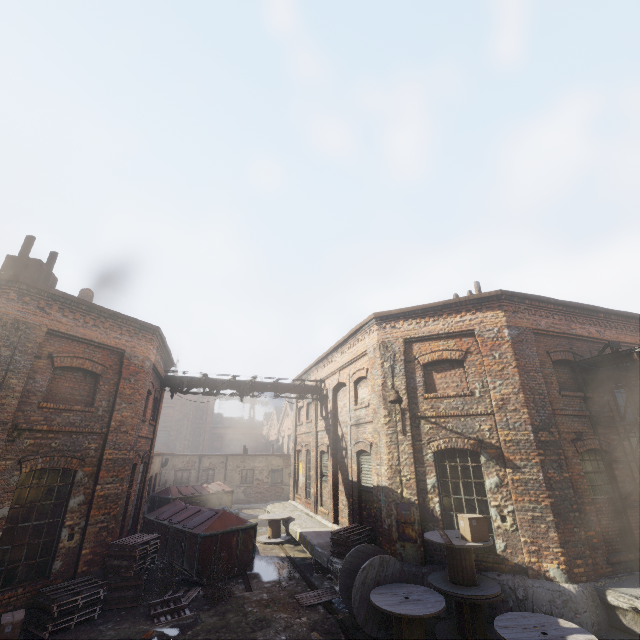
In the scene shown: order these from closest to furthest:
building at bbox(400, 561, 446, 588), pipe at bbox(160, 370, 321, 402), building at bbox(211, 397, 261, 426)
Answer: building at bbox(400, 561, 446, 588)
pipe at bbox(160, 370, 321, 402)
building at bbox(211, 397, 261, 426)

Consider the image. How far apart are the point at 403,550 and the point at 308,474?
9.83m

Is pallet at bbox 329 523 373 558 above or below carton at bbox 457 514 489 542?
below

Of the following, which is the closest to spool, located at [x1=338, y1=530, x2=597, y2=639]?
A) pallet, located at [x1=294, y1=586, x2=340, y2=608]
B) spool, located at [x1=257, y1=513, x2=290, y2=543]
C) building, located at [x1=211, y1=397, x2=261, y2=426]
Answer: pallet, located at [x1=294, y1=586, x2=340, y2=608]

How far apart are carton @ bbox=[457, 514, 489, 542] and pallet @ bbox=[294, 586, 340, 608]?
3.9m

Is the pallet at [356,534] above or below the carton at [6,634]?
above

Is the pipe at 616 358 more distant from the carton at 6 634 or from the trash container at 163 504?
the carton at 6 634

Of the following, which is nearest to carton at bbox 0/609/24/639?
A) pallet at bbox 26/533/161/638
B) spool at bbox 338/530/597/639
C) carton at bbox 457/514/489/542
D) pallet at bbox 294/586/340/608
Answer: pallet at bbox 26/533/161/638
